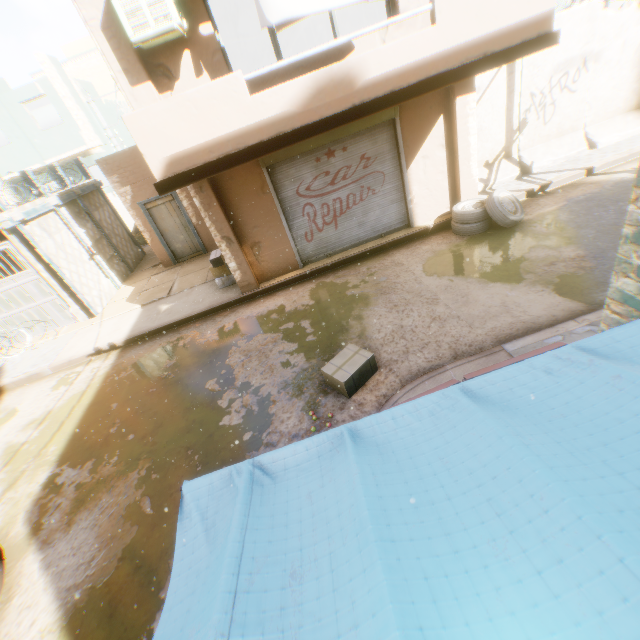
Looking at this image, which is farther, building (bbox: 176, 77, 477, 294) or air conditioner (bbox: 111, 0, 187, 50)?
building (bbox: 176, 77, 477, 294)

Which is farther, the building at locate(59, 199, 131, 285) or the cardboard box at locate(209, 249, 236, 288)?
the building at locate(59, 199, 131, 285)

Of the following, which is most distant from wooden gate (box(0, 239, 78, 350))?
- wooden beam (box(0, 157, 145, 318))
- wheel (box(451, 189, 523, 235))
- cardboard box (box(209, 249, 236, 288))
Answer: wheel (box(451, 189, 523, 235))

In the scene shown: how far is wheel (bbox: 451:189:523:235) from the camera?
7.48m

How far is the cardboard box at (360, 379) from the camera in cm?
497

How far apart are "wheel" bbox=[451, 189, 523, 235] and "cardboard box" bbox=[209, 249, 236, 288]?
5.3 meters

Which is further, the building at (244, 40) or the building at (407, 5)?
the building at (244, 40)

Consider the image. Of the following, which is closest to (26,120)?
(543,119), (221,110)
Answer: (221,110)
